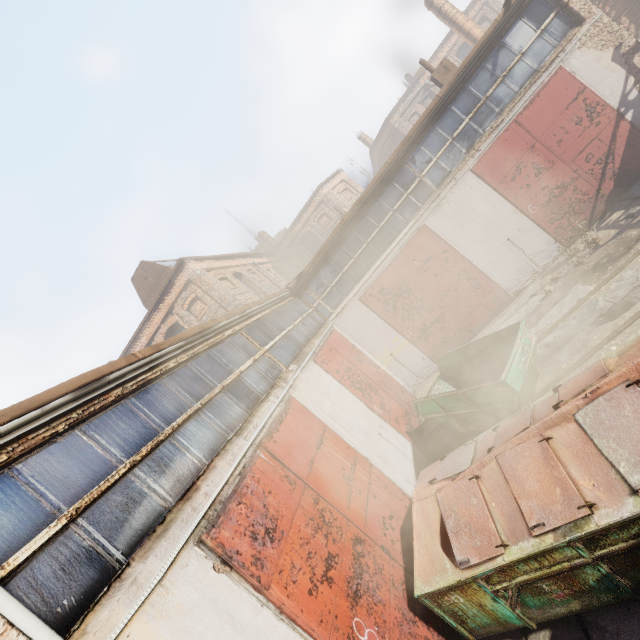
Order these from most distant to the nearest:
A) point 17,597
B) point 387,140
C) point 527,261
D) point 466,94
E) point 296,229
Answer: point 387,140, point 296,229, point 527,261, point 466,94, point 17,597

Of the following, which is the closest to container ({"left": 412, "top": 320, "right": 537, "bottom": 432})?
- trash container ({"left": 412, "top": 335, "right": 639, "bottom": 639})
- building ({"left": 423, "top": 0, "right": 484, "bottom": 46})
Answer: trash container ({"left": 412, "top": 335, "right": 639, "bottom": 639})

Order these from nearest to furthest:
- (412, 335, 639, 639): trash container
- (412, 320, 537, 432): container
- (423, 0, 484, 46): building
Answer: (412, 335, 639, 639): trash container, (412, 320, 537, 432): container, (423, 0, 484, 46): building

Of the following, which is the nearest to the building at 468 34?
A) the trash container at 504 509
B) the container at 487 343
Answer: the container at 487 343

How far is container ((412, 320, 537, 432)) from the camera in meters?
6.5 m

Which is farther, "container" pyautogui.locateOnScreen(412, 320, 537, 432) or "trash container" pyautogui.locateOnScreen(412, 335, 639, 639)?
"container" pyautogui.locateOnScreen(412, 320, 537, 432)

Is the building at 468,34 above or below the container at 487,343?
above
